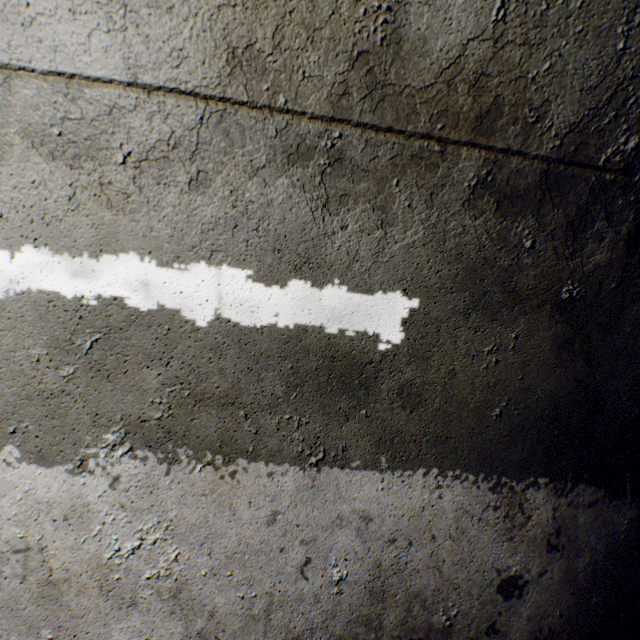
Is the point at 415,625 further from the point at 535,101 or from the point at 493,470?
the point at 535,101
